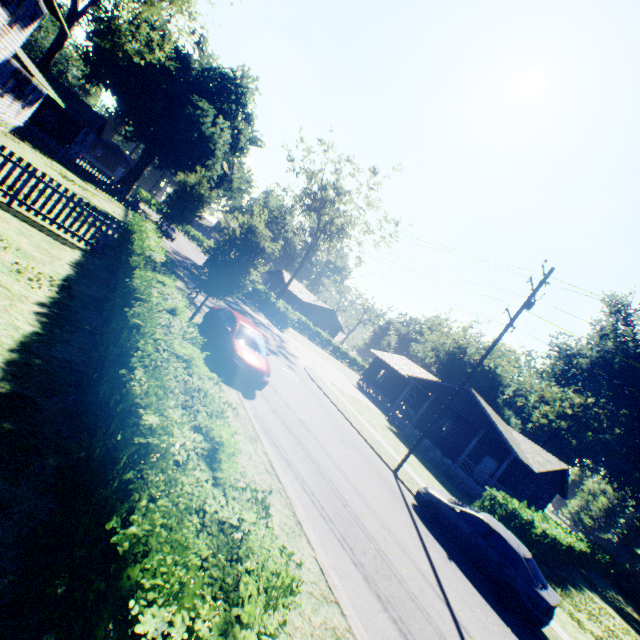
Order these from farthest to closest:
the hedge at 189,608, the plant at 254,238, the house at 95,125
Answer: the house at 95,125
the plant at 254,238
the hedge at 189,608

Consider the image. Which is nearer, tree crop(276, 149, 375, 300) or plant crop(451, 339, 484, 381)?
tree crop(276, 149, 375, 300)

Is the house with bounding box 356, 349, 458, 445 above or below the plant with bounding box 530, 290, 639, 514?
below

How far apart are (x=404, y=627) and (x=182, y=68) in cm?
6280

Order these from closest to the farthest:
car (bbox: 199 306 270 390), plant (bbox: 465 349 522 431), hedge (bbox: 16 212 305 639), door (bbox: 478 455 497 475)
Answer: hedge (bbox: 16 212 305 639) < car (bbox: 199 306 270 390) < door (bbox: 478 455 497 475) < plant (bbox: 465 349 522 431)

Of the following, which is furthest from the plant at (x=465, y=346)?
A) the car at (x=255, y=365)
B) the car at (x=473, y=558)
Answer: the car at (x=473, y=558)

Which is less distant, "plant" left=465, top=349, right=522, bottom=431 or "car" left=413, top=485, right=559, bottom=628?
"car" left=413, top=485, right=559, bottom=628

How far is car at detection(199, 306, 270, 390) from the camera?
10.6 meters
